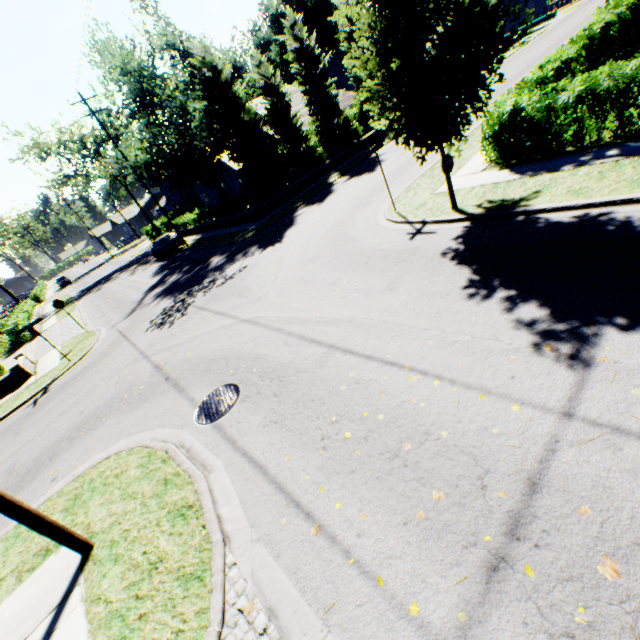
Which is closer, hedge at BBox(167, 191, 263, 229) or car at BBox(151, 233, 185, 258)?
hedge at BBox(167, 191, 263, 229)

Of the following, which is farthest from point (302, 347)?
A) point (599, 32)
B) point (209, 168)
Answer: point (209, 168)

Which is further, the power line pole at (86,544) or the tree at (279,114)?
the tree at (279,114)

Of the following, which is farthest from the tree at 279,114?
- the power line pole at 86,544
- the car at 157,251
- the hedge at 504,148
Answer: the car at 157,251

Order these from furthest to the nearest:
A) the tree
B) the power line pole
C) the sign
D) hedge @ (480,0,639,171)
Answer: the sign < hedge @ (480,0,639,171) < the tree < the power line pole

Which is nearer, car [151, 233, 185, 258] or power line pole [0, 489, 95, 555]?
power line pole [0, 489, 95, 555]

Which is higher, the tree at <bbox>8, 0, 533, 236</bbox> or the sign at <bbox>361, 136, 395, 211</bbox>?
the sign at <bbox>361, 136, 395, 211</bbox>

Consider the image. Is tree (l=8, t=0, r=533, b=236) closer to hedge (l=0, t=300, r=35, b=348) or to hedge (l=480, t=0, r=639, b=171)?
hedge (l=480, t=0, r=639, b=171)
